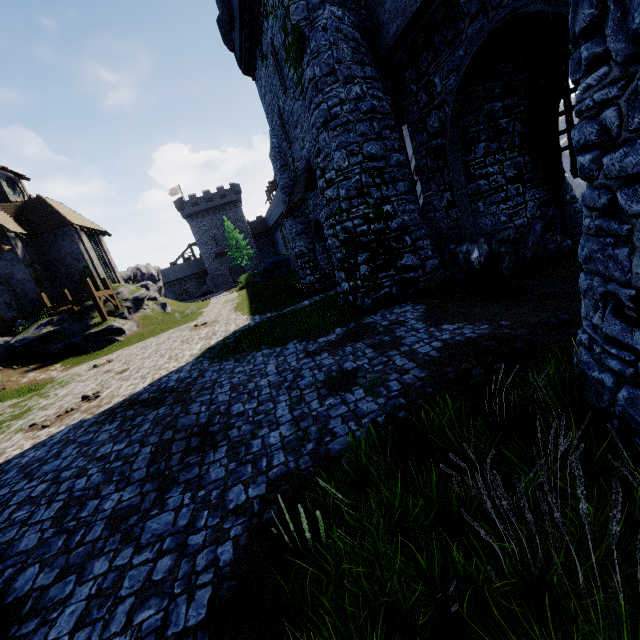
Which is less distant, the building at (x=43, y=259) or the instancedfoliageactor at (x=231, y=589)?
the instancedfoliageactor at (x=231, y=589)

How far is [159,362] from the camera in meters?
12.9 m

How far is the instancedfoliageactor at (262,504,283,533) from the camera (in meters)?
3.61

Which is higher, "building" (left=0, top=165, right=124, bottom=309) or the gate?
"building" (left=0, top=165, right=124, bottom=309)

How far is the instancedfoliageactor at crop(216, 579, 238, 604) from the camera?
3.07m

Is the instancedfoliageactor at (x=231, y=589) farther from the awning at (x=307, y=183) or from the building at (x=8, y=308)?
the building at (x=8, y=308)

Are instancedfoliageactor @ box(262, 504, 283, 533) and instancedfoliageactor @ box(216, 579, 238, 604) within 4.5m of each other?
yes

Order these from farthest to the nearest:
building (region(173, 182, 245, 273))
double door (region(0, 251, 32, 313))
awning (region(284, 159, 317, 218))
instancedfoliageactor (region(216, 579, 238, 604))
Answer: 1. building (region(173, 182, 245, 273))
2. double door (region(0, 251, 32, 313))
3. awning (region(284, 159, 317, 218))
4. instancedfoliageactor (region(216, 579, 238, 604))
